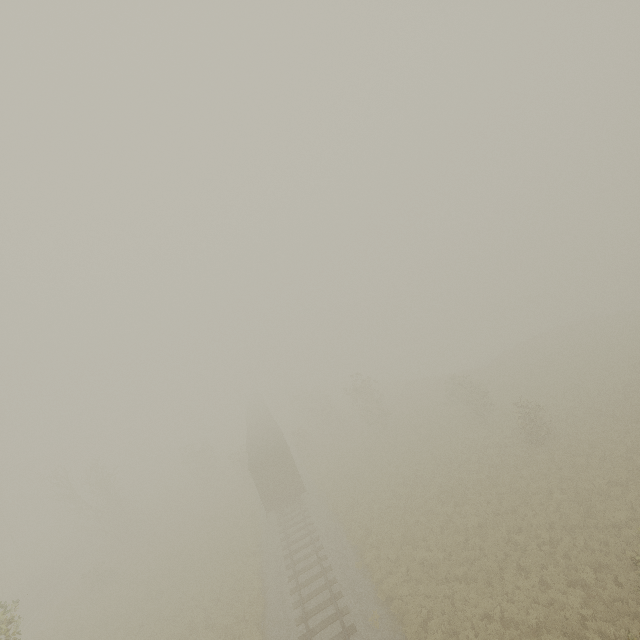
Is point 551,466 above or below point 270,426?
below

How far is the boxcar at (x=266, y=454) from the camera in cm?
2467

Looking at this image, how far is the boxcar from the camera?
24.7 meters
